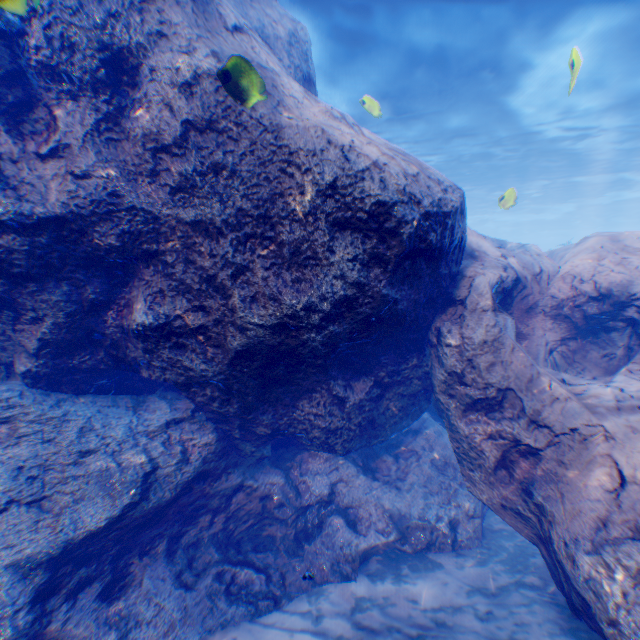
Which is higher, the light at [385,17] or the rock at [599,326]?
the light at [385,17]

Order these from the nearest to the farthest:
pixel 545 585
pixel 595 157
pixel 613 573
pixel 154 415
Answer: pixel 613 573 → pixel 545 585 → pixel 154 415 → pixel 595 157

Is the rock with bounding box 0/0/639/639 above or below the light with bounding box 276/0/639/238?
below

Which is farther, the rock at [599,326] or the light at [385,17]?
the light at [385,17]

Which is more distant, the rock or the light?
the light
